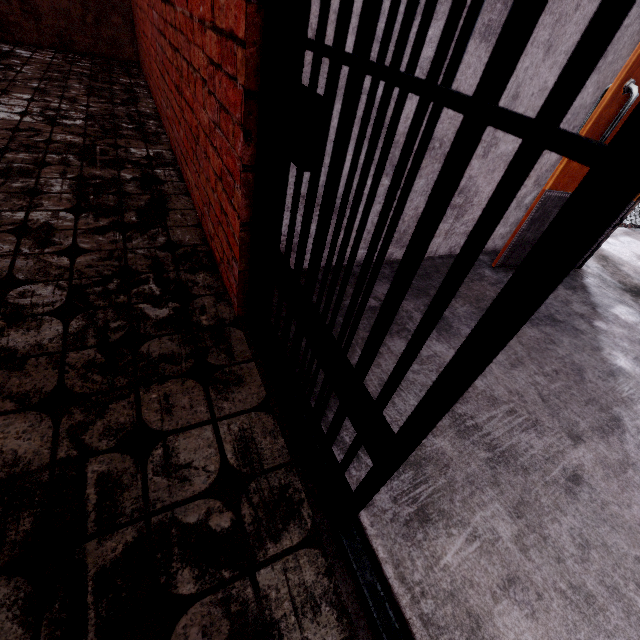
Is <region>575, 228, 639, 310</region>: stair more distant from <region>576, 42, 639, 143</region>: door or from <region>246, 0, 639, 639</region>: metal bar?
<region>246, 0, 639, 639</region>: metal bar

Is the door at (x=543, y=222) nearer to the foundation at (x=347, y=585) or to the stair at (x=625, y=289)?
the stair at (x=625, y=289)

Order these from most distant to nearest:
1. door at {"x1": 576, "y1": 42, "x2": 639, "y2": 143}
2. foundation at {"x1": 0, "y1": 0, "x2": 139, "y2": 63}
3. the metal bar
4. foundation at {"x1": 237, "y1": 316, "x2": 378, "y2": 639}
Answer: foundation at {"x1": 0, "y1": 0, "x2": 139, "y2": 63} < door at {"x1": 576, "y1": 42, "x2": 639, "y2": 143} < foundation at {"x1": 237, "y1": 316, "x2": 378, "y2": 639} < the metal bar

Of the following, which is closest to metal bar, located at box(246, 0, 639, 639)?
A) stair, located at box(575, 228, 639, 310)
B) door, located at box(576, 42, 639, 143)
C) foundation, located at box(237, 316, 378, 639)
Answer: foundation, located at box(237, 316, 378, 639)

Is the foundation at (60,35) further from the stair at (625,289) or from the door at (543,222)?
the door at (543,222)

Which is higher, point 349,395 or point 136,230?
point 349,395

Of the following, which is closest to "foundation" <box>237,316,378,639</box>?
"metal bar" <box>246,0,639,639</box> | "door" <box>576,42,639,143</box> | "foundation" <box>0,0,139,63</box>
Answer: "metal bar" <box>246,0,639,639</box>
